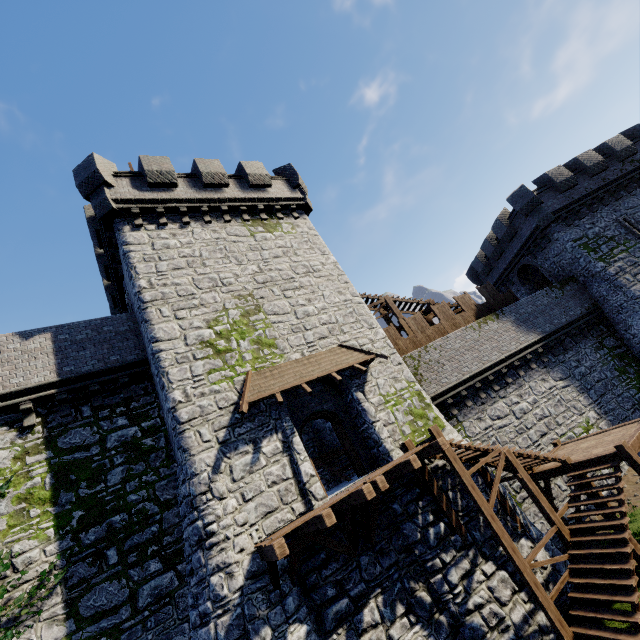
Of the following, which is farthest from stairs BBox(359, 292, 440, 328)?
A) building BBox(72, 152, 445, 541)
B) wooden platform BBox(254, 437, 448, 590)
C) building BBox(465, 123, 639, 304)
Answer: wooden platform BBox(254, 437, 448, 590)

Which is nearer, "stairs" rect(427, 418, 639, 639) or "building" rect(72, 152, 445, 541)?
"stairs" rect(427, 418, 639, 639)

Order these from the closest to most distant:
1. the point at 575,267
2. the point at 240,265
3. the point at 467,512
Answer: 1. the point at 467,512
2. the point at 240,265
3. the point at 575,267

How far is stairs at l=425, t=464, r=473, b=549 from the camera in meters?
10.7

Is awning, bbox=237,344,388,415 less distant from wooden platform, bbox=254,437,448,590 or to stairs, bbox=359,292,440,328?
wooden platform, bbox=254,437,448,590

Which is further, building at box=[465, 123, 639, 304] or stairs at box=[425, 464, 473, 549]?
building at box=[465, 123, 639, 304]

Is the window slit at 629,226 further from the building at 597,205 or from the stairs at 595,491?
the stairs at 595,491

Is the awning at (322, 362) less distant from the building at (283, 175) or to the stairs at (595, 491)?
the building at (283, 175)
